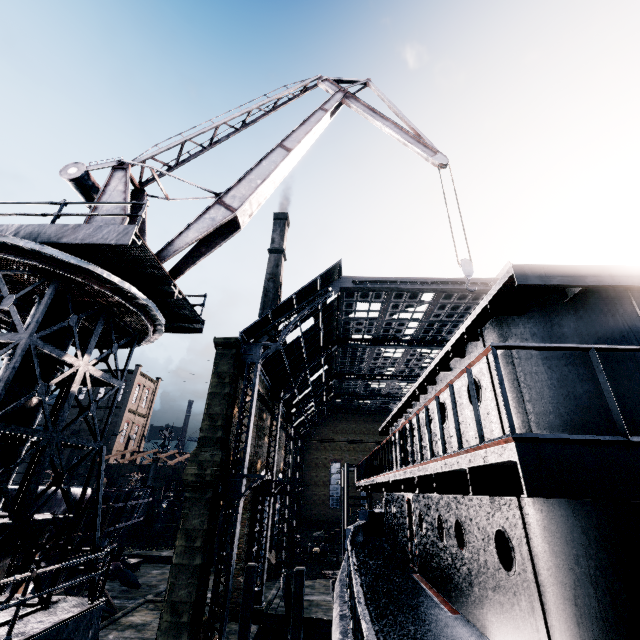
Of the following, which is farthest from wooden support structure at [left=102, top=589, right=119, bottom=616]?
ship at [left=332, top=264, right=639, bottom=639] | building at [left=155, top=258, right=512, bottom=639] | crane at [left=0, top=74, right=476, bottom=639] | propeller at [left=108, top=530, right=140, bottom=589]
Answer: building at [left=155, top=258, right=512, bottom=639]

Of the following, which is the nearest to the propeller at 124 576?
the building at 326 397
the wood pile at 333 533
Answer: the wood pile at 333 533

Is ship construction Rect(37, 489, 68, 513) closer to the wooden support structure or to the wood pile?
the wooden support structure

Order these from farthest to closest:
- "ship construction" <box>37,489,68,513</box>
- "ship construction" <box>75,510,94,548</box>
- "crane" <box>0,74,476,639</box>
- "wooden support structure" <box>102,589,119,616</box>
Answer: "wooden support structure" <box>102,589,119,616</box>, "ship construction" <box>75,510,94,548</box>, "ship construction" <box>37,489,68,513</box>, "crane" <box>0,74,476,639</box>

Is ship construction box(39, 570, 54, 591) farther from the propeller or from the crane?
the propeller

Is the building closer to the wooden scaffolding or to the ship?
the ship

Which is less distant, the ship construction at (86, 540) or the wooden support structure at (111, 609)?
the ship construction at (86, 540)

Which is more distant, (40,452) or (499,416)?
(40,452)
